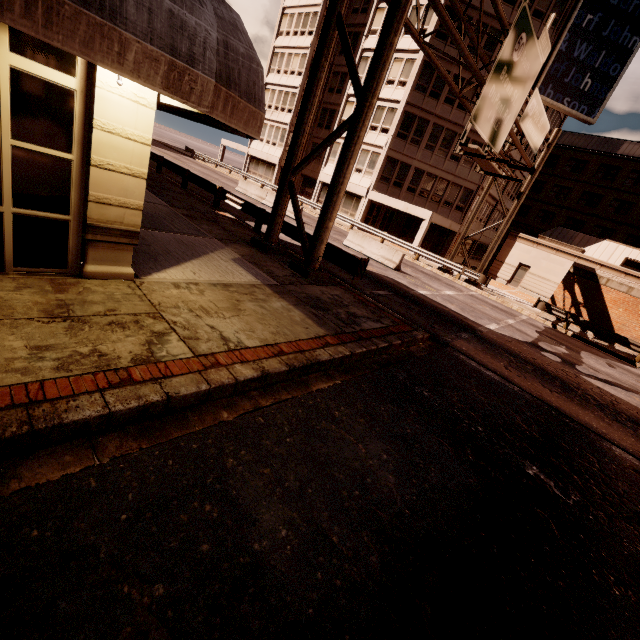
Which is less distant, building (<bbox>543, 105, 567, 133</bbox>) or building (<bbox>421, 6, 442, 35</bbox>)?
building (<bbox>421, 6, 442, 35</bbox>)

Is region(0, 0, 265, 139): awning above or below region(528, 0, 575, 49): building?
below

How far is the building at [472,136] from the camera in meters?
28.5

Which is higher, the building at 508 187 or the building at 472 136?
the building at 472 136

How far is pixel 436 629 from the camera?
2.55m

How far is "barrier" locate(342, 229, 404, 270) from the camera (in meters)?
17.72

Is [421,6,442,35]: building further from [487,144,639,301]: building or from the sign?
the sign

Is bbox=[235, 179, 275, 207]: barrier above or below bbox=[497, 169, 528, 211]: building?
below
